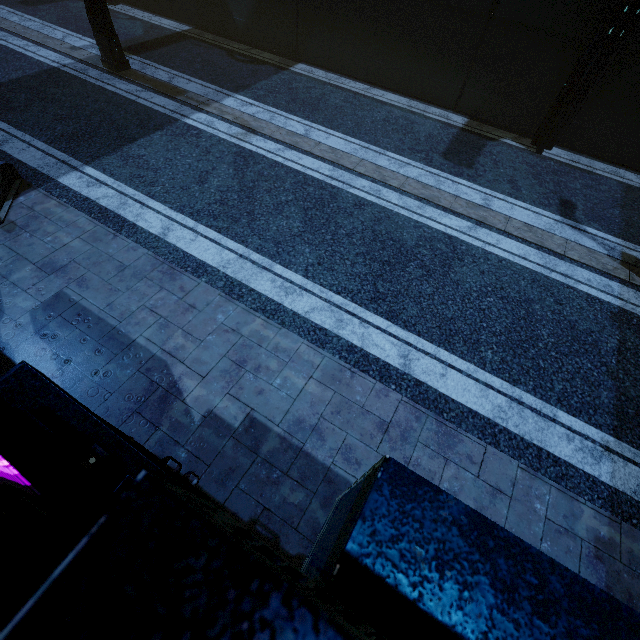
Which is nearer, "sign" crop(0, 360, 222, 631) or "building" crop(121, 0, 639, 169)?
"sign" crop(0, 360, 222, 631)

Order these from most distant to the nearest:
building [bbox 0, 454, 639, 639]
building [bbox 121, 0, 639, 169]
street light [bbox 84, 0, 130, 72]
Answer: street light [bbox 84, 0, 130, 72] → building [bbox 121, 0, 639, 169] → building [bbox 0, 454, 639, 639]

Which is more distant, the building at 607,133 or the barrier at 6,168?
the building at 607,133

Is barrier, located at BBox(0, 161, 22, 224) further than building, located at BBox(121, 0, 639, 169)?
No

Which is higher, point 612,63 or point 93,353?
point 612,63

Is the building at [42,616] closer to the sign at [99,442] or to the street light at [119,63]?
the sign at [99,442]

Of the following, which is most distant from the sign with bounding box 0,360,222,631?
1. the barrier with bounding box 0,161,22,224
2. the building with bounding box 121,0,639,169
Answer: the barrier with bounding box 0,161,22,224
